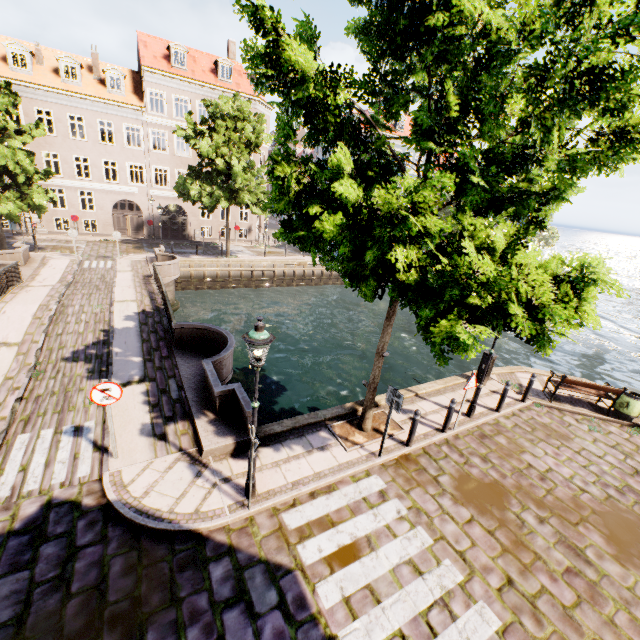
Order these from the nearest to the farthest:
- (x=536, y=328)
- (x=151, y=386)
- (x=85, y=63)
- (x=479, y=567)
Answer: (x=536, y=328)
(x=479, y=567)
(x=151, y=386)
(x=85, y=63)

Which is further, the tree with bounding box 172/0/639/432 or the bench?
the bench

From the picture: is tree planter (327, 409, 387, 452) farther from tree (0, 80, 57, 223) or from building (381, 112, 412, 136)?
building (381, 112, 412, 136)

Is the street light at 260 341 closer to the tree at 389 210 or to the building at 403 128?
the tree at 389 210

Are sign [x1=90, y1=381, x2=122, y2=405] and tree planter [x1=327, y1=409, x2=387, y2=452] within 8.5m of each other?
yes

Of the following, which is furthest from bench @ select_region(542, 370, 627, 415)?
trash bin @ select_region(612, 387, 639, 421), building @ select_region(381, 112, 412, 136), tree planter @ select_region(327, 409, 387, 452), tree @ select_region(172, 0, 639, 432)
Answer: building @ select_region(381, 112, 412, 136)

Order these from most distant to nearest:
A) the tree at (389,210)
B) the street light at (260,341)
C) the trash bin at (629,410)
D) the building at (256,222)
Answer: the building at (256,222)
the trash bin at (629,410)
the street light at (260,341)
the tree at (389,210)

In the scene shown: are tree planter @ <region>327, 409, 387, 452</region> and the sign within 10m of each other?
yes
